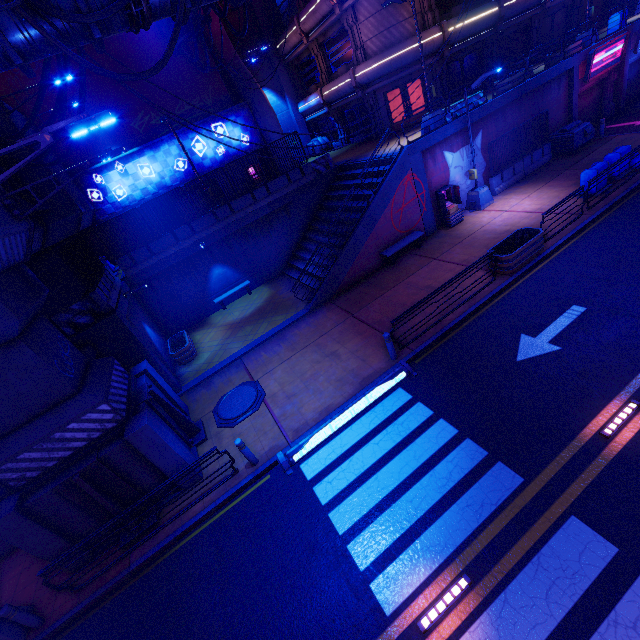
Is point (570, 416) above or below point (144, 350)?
below

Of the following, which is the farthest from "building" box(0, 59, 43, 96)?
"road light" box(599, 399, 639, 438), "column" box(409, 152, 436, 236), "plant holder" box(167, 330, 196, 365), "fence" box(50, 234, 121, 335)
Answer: "road light" box(599, 399, 639, 438)

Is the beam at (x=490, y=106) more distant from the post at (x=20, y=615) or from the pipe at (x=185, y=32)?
the pipe at (x=185, y=32)

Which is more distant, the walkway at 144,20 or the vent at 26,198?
the vent at 26,198

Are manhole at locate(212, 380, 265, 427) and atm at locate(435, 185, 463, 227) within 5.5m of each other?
no

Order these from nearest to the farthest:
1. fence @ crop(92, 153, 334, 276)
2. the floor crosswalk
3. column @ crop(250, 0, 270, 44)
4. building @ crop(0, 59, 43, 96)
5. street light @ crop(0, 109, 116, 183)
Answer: street light @ crop(0, 109, 116, 183) → the floor crosswalk → fence @ crop(92, 153, 334, 276) → building @ crop(0, 59, 43, 96) → column @ crop(250, 0, 270, 44)

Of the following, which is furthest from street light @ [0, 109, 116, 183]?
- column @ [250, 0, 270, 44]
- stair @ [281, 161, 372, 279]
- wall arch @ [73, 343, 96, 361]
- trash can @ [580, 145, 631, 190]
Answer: column @ [250, 0, 270, 44]

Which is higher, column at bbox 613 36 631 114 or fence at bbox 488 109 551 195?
column at bbox 613 36 631 114
